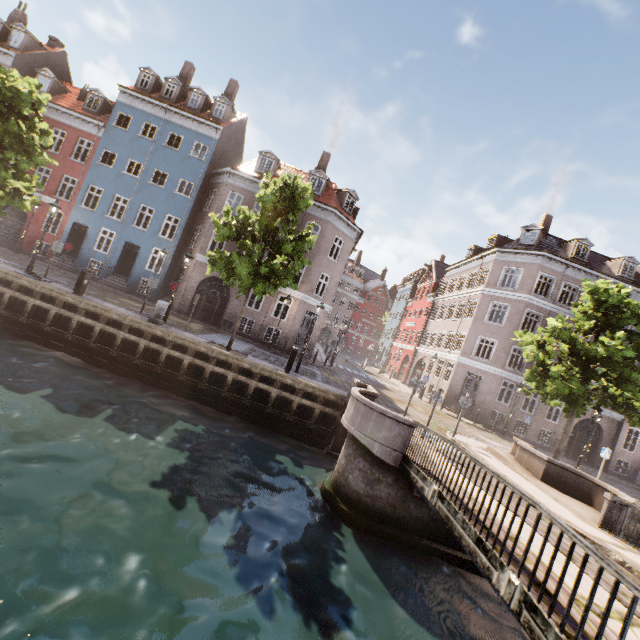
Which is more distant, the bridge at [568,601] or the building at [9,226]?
the building at [9,226]

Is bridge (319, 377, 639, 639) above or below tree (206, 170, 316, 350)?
below

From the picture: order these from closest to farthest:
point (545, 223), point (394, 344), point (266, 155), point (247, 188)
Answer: point (247, 188)
point (266, 155)
point (545, 223)
point (394, 344)

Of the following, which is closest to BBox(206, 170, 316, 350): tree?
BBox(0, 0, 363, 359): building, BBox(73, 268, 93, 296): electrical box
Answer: BBox(0, 0, 363, 359): building

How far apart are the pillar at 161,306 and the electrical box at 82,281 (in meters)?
3.04

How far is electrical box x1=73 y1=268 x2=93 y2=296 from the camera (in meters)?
14.20

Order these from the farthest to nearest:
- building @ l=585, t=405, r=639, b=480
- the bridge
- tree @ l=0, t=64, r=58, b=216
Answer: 1. building @ l=585, t=405, r=639, b=480
2. tree @ l=0, t=64, r=58, b=216
3. the bridge

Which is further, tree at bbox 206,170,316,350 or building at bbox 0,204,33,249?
building at bbox 0,204,33,249
